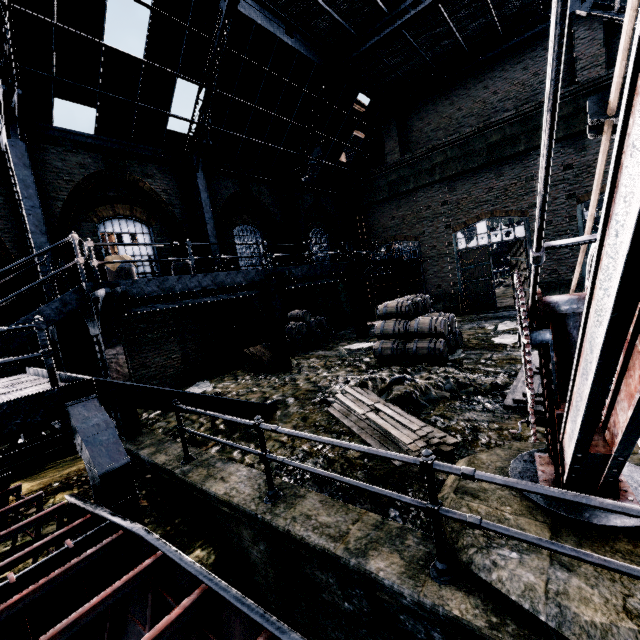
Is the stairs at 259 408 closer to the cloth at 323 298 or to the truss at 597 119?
the truss at 597 119

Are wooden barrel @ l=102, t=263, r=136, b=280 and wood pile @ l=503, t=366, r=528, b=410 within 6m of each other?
no

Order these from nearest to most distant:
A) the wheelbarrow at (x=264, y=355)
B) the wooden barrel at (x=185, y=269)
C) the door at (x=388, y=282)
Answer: the wooden barrel at (x=185, y=269) → the wheelbarrow at (x=264, y=355) → the door at (x=388, y=282)

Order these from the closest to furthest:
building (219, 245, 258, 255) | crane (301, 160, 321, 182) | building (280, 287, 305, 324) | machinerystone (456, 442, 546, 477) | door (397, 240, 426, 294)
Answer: machinerystone (456, 442, 546, 477), building (219, 245, 258, 255), building (280, 287, 305, 324), door (397, 240, 426, 294), crane (301, 160, 321, 182)

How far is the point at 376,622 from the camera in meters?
3.6

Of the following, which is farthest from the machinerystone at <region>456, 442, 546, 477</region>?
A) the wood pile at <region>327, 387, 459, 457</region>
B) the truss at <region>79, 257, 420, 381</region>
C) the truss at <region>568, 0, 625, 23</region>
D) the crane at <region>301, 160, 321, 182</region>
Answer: the crane at <region>301, 160, 321, 182</region>

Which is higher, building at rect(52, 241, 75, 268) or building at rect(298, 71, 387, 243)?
building at rect(298, 71, 387, 243)

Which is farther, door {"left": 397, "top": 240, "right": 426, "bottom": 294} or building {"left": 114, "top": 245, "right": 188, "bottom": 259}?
door {"left": 397, "top": 240, "right": 426, "bottom": 294}
